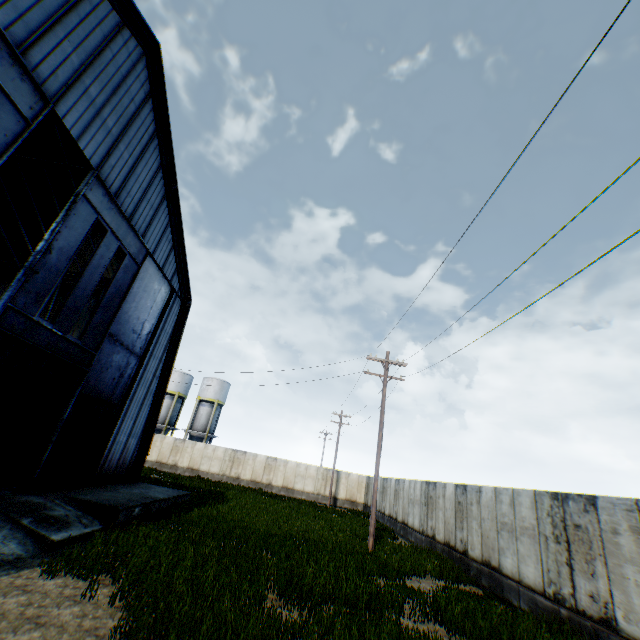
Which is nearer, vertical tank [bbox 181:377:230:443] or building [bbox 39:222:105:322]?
building [bbox 39:222:105:322]

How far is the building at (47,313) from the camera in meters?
19.1 m

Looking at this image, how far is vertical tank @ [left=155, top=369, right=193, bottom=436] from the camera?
44.2m

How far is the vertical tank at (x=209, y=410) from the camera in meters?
43.9 m

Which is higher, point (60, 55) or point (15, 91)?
point (60, 55)

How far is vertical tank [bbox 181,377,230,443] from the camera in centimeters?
4388cm

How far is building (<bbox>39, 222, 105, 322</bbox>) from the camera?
19.1 meters

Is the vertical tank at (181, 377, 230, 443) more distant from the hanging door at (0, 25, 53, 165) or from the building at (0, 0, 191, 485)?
the hanging door at (0, 25, 53, 165)
